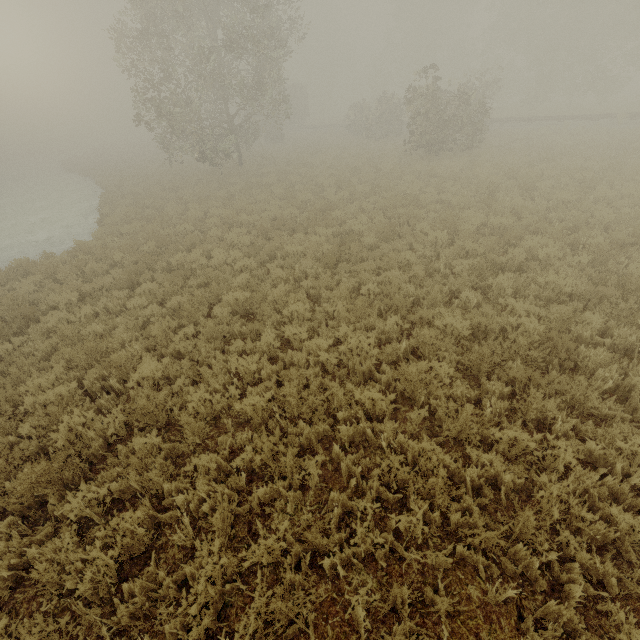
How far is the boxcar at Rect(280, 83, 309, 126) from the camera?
41.7 meters

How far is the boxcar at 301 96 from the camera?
41.7m

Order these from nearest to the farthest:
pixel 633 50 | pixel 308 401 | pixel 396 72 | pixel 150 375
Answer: pixel 308 401 < pixel 150 375 < pixel 633 50 < pixel 396 72

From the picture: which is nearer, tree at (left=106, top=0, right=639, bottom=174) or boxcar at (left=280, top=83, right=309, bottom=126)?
tree at (left=106, top=0, right=639, bottom=174)

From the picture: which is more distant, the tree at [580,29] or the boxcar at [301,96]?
the boxcar at [301,96]
